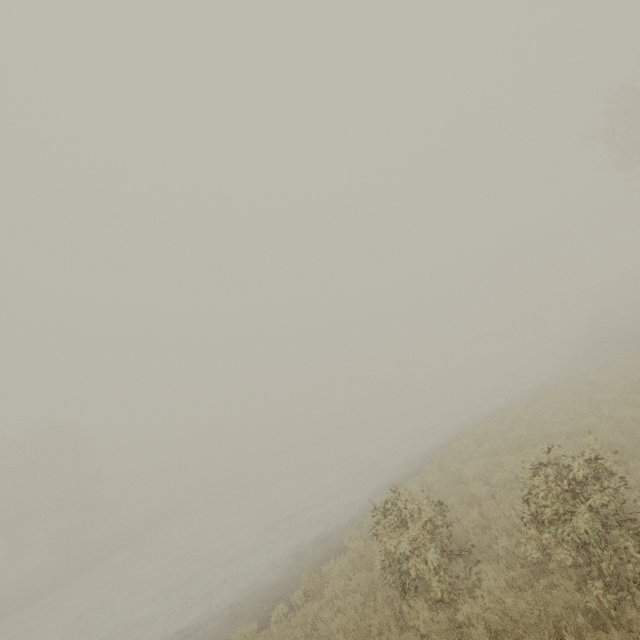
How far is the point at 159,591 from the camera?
15.61m
